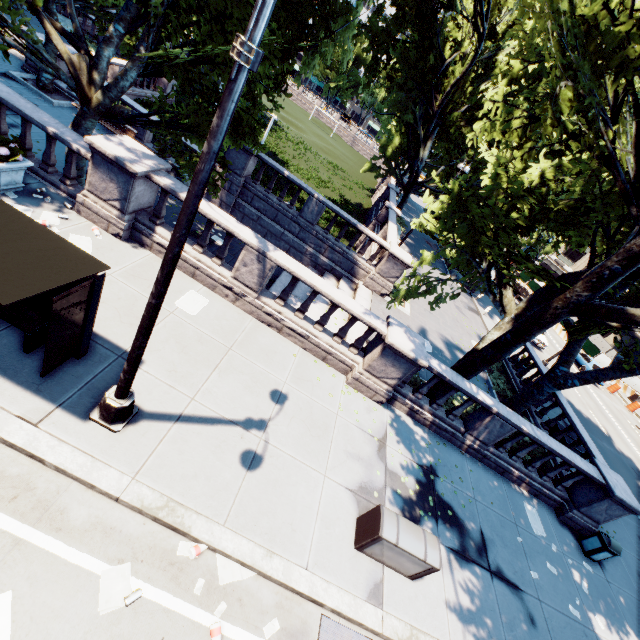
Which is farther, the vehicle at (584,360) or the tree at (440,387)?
the vehicle at (584,360)

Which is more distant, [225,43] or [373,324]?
[373,324]

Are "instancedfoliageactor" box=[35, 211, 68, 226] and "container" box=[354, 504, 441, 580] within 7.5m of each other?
no

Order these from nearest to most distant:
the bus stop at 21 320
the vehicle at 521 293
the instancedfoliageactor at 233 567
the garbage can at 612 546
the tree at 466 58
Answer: the bus stop at 21 320 < the instancedfoliageactor at 233 567 < the tree at 466 58 < the garbage can at 612 546 < the vehicle at 521 293

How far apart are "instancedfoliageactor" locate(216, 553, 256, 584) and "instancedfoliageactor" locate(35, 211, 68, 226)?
8.6m

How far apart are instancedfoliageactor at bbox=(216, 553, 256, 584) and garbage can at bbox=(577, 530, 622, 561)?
11.77m

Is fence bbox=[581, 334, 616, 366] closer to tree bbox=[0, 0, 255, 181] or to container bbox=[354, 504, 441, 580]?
tree bbox=[0, 0, 255, 181]

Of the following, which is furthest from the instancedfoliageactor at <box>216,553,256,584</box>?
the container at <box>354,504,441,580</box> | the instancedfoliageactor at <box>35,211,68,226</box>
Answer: the instancedfoliageactor at <box>35,211,68,226</box>
